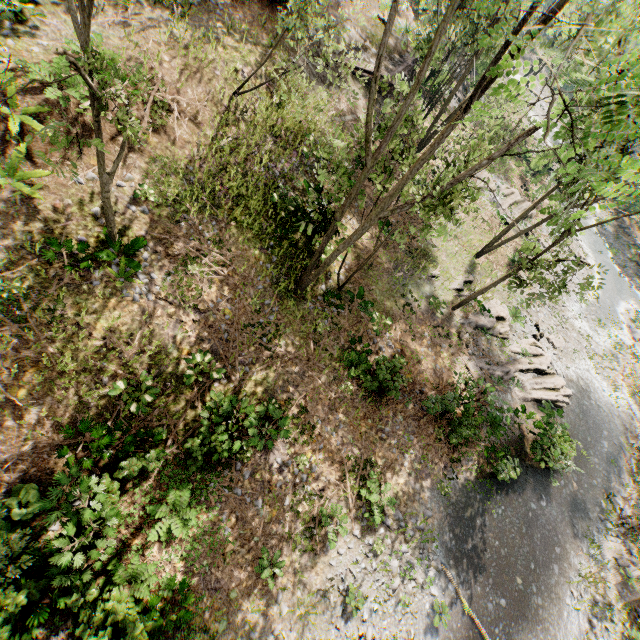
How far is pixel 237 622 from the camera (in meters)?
9.36

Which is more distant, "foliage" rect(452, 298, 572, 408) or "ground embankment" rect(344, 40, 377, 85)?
"ground embankment" rect(344, 40, 377, 85)

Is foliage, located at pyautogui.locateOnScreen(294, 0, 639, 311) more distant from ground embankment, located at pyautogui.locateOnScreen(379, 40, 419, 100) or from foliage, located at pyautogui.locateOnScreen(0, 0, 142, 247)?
foliage, located at pyautogui.locateOnScreen(0, 0, 142, 247)

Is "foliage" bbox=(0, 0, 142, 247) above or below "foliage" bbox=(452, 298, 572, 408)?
above

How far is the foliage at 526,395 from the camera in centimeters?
1866cm

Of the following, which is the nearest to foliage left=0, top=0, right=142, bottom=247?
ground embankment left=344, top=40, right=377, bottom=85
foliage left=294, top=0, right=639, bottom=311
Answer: foliage left=294, top=0, right=639, bottom=311

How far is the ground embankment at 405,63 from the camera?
21.8m
